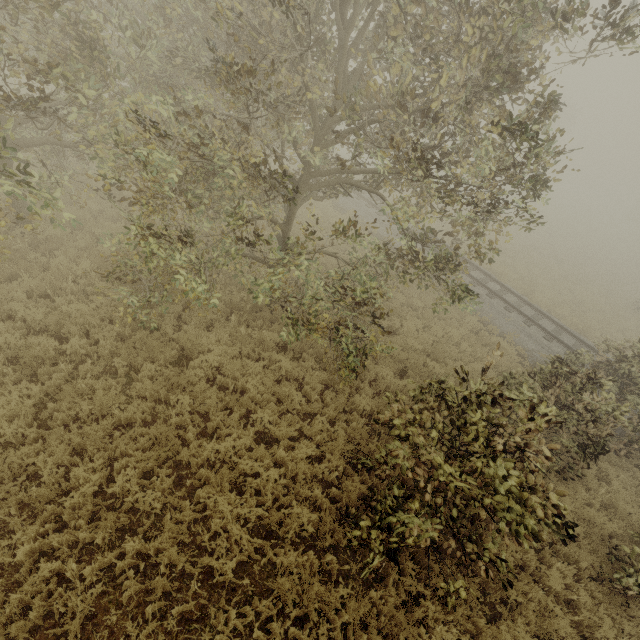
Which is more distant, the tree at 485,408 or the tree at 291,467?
the tree at 291,467

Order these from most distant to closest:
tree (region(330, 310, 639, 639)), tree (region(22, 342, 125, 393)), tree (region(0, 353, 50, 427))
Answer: tree (region(22, 342, 125, 393)) < tree (region(0, 353, 50, 427)) < tree (region(330, 310, 639, 639))

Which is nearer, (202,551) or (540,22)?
(540,22)

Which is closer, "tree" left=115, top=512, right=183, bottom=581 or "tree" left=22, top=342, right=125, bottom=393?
"tree" left=115, top=512, right=183, bottom=581

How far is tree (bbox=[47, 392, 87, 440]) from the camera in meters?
5.9
